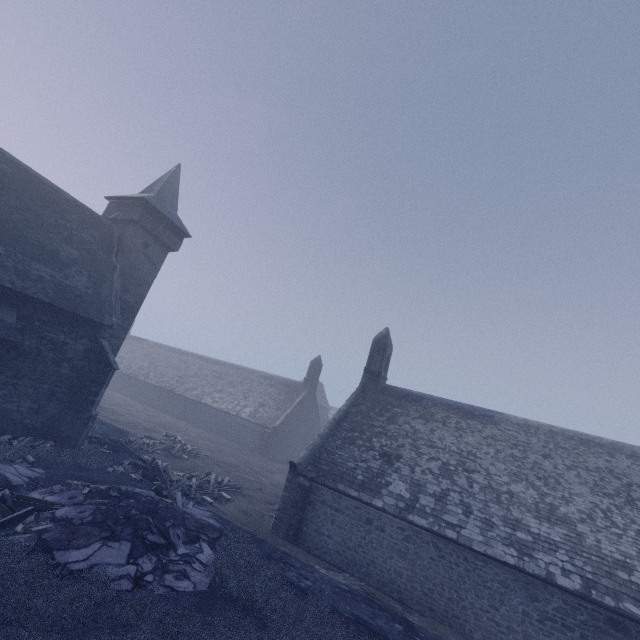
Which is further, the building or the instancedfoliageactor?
the building

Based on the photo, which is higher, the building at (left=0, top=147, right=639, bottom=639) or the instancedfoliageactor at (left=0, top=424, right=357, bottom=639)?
the building at (left=0, top=147, right=639, bottom=639)

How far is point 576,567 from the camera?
11.5m

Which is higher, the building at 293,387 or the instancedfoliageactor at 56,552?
the building at 293,387

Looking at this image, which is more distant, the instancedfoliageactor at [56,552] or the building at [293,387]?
the building at [293,387]
